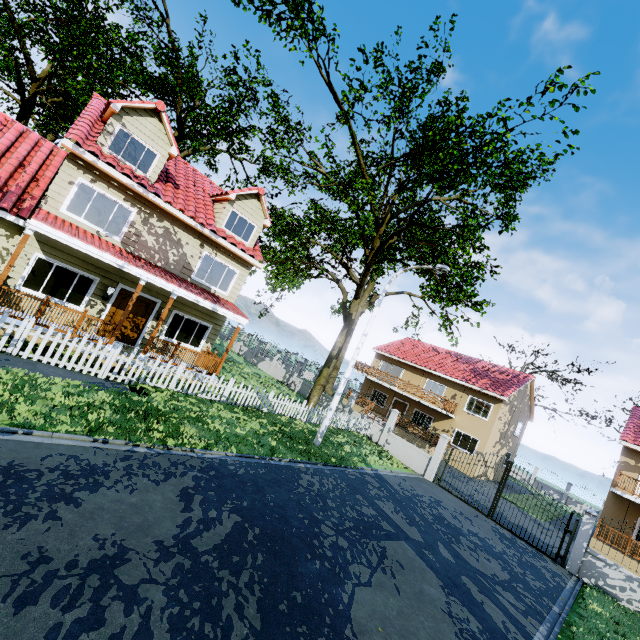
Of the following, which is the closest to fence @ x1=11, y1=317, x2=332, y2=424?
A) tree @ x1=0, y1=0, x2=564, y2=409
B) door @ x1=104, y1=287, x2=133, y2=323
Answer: tree @ x1=0, y1=0, x2=564, y2=409

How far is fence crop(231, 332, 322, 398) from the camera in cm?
2617

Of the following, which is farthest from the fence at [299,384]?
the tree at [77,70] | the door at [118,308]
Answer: the door at [118,308]

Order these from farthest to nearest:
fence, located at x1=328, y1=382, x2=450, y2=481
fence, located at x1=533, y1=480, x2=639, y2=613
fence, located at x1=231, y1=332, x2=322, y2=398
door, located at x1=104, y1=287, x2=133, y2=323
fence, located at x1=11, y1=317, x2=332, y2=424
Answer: fence, located at x1=231, y1=332, x2=322, y2=398
fence, located at x1=328, y1=382, x2=450, y2=481
door, located at x1=104, y1=287, x2=133, y2=323
fence, located at x1=533, y1=480, x2=639, y2=613
fence, located at x1=11, y1=317, x2=332, y2=424

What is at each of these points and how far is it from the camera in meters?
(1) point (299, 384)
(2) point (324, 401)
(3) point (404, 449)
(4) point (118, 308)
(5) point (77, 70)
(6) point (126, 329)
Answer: (1) fence, 26.2 m
(2) fence, 23.9 m
(3) fence, 18.7 m
(4) door, 13.0 m
(5) tree, 18.5 m
(6) door, 13.3 m

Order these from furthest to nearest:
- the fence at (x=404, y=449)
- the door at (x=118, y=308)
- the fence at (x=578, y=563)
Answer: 1. the fence at (x=404, y=449)
2. the door at (x=118, y=308)
3. the fence at (x=578, y=563)

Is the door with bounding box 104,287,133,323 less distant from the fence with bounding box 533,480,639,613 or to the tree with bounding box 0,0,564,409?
the fence with bounding box 533,480,639,613
